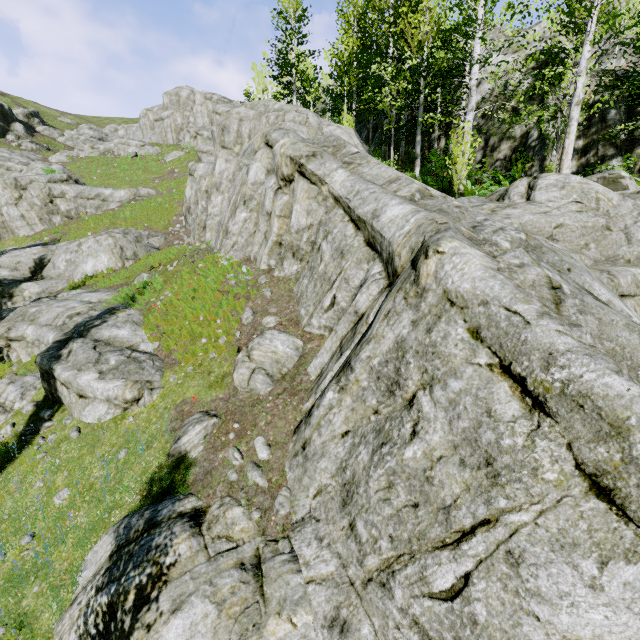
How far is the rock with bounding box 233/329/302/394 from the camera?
7.8 meters

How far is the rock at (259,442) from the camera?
6.6 meters

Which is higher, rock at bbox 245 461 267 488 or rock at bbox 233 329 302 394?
rock at bbox 233 329 302 394

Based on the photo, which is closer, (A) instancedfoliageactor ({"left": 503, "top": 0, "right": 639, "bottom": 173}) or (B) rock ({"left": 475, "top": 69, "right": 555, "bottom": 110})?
(A) instancedfoliageactor ({"left": 503, "top": 0, "right": 639, "bottom": 173})

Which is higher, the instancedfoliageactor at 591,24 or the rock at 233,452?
the instancedfoliageactor at 591,24

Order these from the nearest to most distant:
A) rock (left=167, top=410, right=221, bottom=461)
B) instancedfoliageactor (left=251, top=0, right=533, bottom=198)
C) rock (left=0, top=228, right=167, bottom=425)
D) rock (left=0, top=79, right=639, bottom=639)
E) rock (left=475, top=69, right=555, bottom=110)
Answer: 1. rock (left=0, top=79, right=639, bottom=639)
2. rock (left=167, top=410, right=221, bottom=461)
3. rock (left=0, top=228, right=167, bottom=425)
4. instancedfoliageactor (left=251, top=0, right=533, bottom=198)
5. rock (left=475, top=69, right=555, bottom=110)

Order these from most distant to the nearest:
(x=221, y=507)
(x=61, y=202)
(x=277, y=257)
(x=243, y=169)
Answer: (x=61, y=202)
(x=243, y=169)
(x=277, y=257)
(x=221, y=507)
